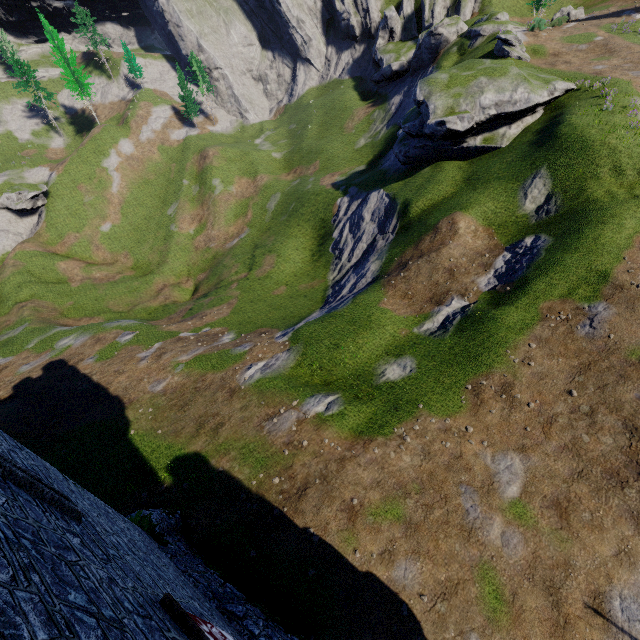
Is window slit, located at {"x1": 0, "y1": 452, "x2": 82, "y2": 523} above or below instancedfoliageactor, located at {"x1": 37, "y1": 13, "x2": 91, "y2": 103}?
below

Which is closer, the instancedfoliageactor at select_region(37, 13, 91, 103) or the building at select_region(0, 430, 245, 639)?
the building at select_region(0, 430, 245, 639)

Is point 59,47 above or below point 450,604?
above

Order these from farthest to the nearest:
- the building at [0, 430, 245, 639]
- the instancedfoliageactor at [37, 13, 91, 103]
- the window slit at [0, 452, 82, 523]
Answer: the instancedfoliageactor at [37, 13, 91, 103] < the window slit at [0, 452, 82, 523] < the building at [0, 430, 245, 639]

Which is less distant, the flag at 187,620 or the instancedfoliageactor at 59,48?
the flag at 187,620

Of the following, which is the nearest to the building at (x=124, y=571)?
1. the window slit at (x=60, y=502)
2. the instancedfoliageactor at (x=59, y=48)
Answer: the window slit at (x=60, y=502)

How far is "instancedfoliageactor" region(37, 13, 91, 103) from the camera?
54.0 meters

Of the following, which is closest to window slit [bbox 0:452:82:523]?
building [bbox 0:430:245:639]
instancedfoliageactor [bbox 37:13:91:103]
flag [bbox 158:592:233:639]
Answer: building [bbox 0:430:245:639]
